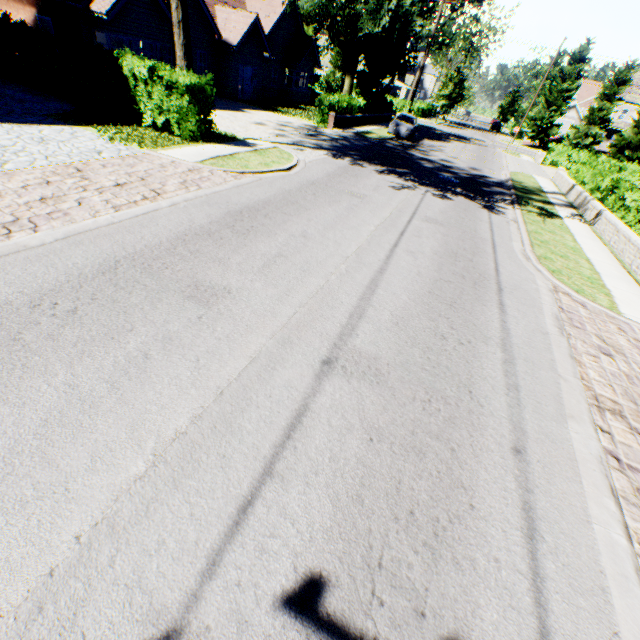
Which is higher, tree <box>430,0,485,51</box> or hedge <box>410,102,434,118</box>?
tree <box>430,0,485,51</box>

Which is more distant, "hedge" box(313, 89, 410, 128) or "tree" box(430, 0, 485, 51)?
"tree" box(430, 0, 485, 51)

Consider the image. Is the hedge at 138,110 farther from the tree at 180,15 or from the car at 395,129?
the car at 395,129

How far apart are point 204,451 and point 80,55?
17.17m

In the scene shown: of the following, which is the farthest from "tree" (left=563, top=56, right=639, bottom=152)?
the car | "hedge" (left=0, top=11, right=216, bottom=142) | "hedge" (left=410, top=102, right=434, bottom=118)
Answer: the car

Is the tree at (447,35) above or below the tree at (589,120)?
above

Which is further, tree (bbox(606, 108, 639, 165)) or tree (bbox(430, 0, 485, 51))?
tree (bbox(606, 108, 639, 165))
